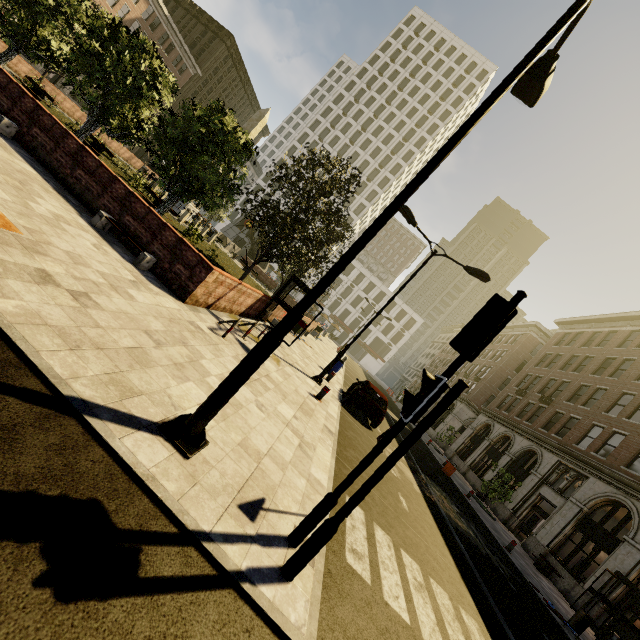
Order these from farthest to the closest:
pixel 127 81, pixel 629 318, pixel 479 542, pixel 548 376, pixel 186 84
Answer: pixel 186 84, pixel 548 376, pixel 629 318, pixel 127 81, pixel 479 542

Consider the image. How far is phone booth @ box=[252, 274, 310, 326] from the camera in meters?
14.0

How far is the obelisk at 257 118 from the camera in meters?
26.9 m

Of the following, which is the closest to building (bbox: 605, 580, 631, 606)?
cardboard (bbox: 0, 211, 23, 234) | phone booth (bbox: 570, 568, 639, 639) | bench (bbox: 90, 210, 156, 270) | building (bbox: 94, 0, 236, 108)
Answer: phone booth (bbox: 570, 568, 639, 639)

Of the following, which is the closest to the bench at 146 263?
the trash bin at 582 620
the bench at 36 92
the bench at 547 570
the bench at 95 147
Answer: the bench at 95 147

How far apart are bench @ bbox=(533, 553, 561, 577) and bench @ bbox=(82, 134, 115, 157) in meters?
33.1

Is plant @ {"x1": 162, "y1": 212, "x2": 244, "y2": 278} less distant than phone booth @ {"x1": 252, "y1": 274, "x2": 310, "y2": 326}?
No

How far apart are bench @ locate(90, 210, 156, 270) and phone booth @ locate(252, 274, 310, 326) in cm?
612
